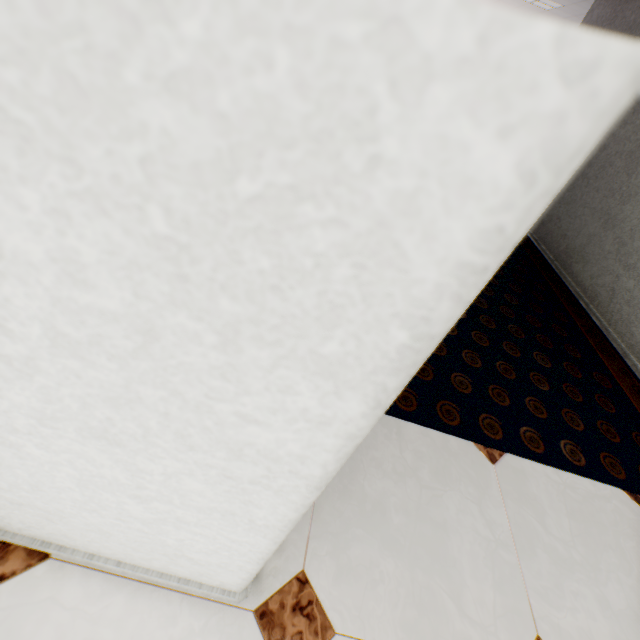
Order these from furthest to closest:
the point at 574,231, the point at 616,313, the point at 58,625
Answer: the point at 574,231 < the point at 616,313 < the point at 58,625
